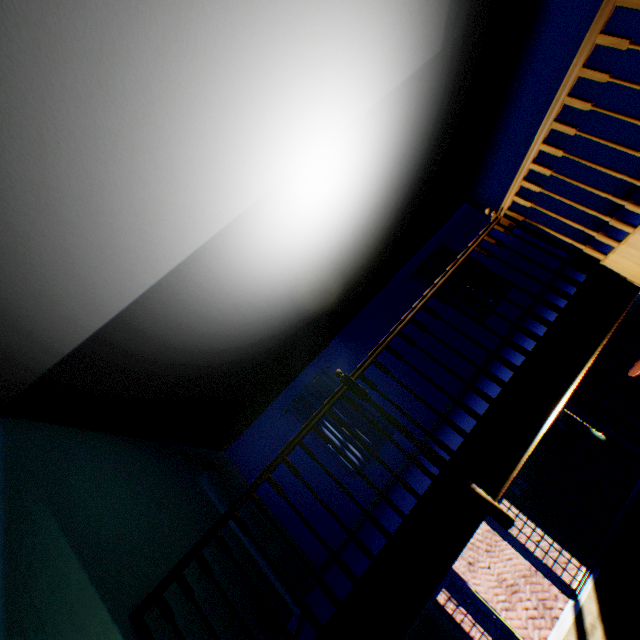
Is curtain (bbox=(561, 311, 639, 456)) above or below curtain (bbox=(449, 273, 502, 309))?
below

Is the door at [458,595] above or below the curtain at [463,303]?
below

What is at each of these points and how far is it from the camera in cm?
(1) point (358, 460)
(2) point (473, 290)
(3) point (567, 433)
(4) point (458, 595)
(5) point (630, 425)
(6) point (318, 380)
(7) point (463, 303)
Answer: (1) curtain, 693
(2) curtain, 820
(3) picture frame, 682
(4) door, 662
(5) curtain, 668
(6) curtain, 769
(7) curtain, 825

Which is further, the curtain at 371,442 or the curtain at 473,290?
the curtain at 473,290

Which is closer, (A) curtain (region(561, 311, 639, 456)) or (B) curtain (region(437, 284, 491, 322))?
(A) curtain (region(561, 311, 639, 456))

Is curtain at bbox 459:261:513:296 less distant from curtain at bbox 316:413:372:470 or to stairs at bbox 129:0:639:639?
stairs at bbox 129:0:639:639

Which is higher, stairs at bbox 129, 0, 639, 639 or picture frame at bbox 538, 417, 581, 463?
stairs at bbox 129, 0, 639, 639

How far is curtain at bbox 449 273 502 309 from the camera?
8.0m
